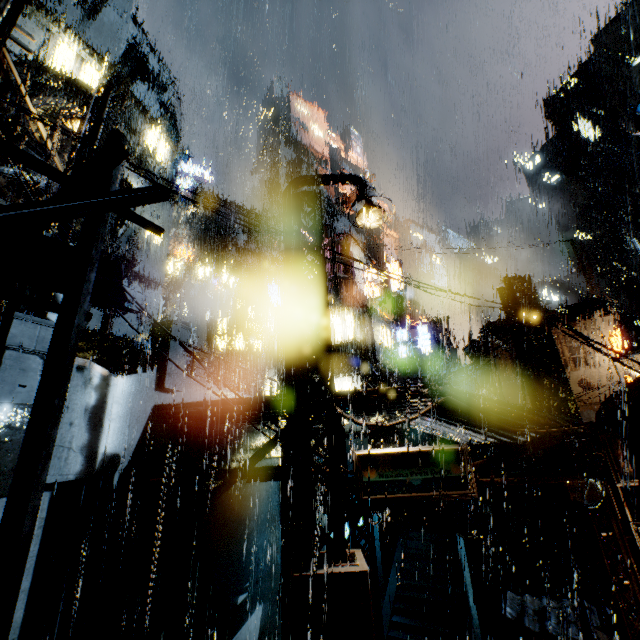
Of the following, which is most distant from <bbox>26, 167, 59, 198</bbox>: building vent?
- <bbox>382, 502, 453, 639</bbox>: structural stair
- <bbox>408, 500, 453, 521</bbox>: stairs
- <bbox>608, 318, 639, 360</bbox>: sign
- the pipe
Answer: <bbox>608, 318, 639, 360</bbox>: sign

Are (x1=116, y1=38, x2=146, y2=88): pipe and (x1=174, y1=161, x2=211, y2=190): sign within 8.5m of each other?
yes

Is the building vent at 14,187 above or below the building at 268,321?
below

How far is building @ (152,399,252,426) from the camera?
8.6 meters

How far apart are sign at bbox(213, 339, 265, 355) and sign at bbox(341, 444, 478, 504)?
27.77m

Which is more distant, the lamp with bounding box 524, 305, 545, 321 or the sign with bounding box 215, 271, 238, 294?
the sign with bounding box 215, 271, 238, 294

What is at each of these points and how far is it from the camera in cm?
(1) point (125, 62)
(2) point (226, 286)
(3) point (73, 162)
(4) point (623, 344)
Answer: (1) pipe, 2466
(2) sign, 2536
(3) street light, 669
(4) sign, 1956

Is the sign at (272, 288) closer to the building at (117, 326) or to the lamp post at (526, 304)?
the building at (117, 326)
